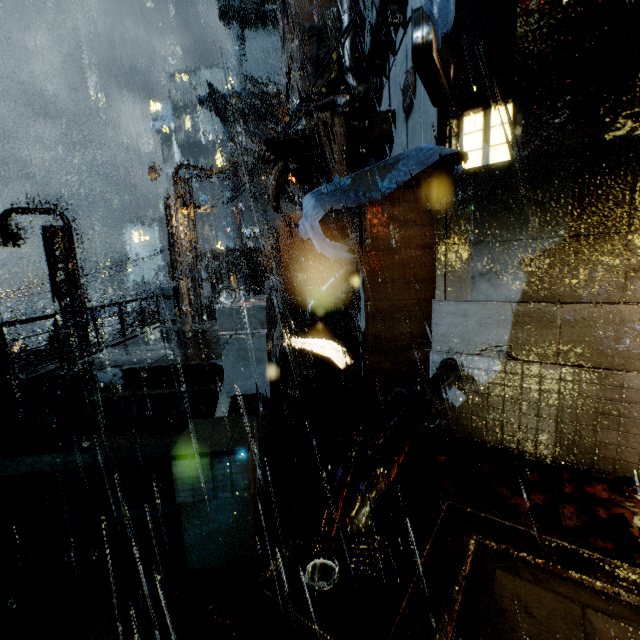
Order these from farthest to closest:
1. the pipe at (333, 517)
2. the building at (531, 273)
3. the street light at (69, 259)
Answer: the street light at (69, 259) → the building at (531, 273) → the pipe at (333, 517)

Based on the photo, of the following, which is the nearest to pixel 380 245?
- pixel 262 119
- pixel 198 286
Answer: pixel 198 286

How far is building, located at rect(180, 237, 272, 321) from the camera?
20.4m

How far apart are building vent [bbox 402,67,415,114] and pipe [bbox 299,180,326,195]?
8.6 meters

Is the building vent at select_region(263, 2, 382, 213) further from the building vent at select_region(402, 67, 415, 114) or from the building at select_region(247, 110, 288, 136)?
the building vent at select_region(402, 67, 415, 114)

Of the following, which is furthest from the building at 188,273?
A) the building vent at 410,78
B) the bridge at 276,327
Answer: the building vent at 410,78

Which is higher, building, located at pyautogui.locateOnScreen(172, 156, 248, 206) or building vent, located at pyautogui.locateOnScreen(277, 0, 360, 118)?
building vent, located at pyautogui.locateOnScreen(277, 0, 360, 118)
